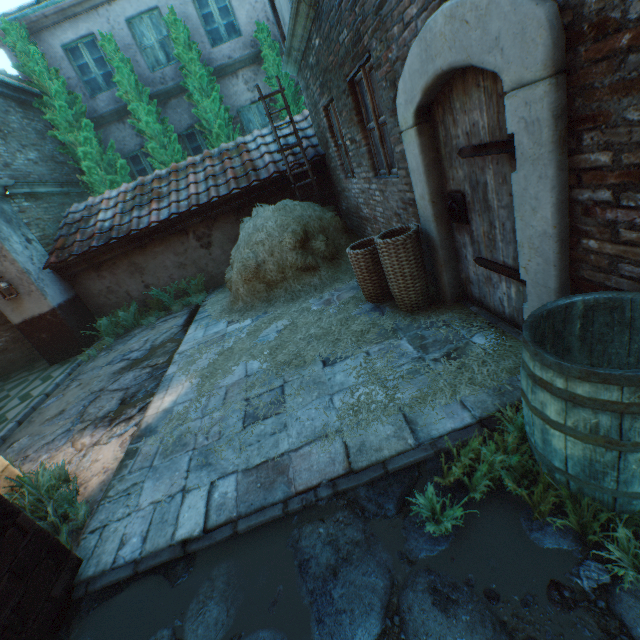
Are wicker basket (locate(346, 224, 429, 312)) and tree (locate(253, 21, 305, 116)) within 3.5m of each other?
no

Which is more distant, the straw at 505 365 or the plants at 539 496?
the straw at 505 365

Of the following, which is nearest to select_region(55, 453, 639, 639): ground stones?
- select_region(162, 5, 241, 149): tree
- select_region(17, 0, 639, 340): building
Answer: select_region(17, 0, 639, 340): building

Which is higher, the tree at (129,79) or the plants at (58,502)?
the tree at (129,79)

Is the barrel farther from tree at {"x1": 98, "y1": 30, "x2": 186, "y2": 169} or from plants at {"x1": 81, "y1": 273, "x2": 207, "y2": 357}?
tree at {"x1": 98, "y1": 30, "x2": 186, "y2": 169}

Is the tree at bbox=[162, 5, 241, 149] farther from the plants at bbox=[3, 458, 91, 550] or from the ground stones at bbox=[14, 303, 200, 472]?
the plants at bbox=[3, 458, 91, 550]

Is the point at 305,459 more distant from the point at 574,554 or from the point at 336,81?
the point at 336,81

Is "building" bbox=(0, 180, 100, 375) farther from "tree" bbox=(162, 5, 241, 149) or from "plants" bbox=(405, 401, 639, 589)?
"tree" bbox=(162, 5, 241, 149)
